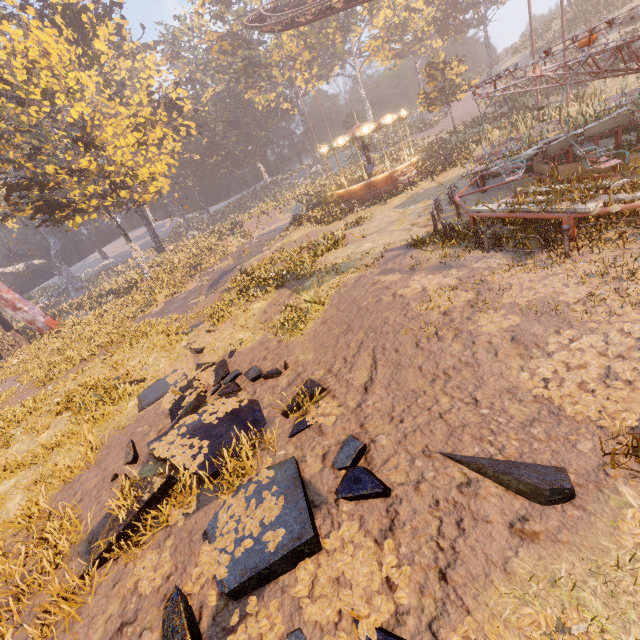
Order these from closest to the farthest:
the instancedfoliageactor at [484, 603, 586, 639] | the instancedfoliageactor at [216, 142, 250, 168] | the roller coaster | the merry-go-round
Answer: the instancedfoliageactor at [484, 603, 586, 639] < the merry-go-round < the roller coaster < the instancedfoliageactor at [216, 142, 250, 168]

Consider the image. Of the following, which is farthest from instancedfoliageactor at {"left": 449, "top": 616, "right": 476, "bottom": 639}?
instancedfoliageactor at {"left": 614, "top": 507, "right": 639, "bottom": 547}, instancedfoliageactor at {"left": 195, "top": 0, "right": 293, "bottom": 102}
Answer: instancedfoliageactor at {"left": 195, "top": 0, "right": 293, "bottom": 102}

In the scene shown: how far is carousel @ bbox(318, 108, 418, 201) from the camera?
24.5m

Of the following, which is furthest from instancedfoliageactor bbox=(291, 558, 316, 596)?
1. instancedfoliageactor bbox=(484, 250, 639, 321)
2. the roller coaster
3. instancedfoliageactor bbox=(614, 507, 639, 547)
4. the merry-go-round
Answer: the roller coaster

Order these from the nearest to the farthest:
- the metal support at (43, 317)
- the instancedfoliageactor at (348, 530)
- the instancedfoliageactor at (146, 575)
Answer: the instancedfoliageactor at (348, 530) < the instancedfoliageactor at (146, 575) < the metal support at (43, 317)

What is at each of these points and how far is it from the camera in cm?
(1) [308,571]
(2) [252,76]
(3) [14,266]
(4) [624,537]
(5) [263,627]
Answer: (1) instancedfoliageactor, 390
(2) instancedfoliageactor, 5162
(3) tree, 5831
(4) instancedfoliageactor, 306
(5) instancedfoliageactor, 357

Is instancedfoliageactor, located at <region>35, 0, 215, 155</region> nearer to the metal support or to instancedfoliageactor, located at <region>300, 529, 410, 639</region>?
the metal support

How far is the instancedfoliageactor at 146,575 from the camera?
4.6m
